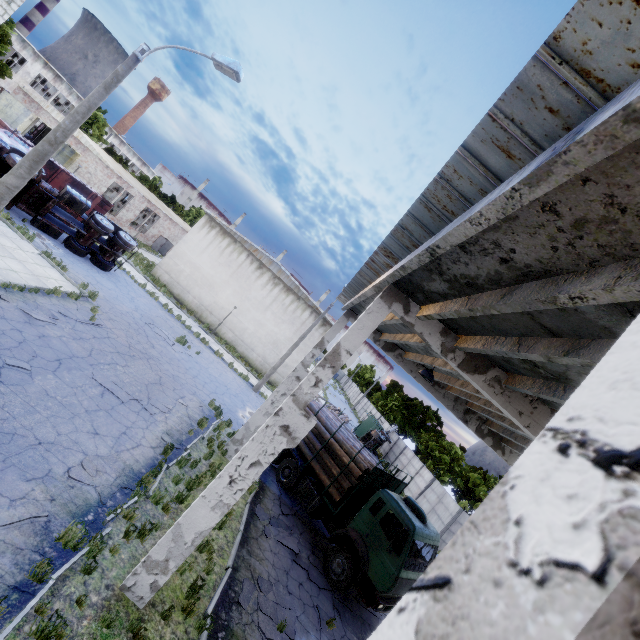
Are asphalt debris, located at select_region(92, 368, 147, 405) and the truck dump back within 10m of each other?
no

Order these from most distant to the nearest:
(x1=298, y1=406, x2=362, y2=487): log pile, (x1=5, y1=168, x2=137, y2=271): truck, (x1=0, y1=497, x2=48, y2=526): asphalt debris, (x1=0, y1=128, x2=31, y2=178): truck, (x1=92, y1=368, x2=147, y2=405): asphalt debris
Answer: (x1=5, y1=168, x2=137, y2=271): truck
(x1=0, y1=128, x2=31, y2=178): truck
(x1=298, y1=406, x2=362, y2=487): log pile
(x1=92, y1=368, x2=147, y2=405): asphalt debris
(x1=0, y1=497, x2=48, y2=526): asphalt debris

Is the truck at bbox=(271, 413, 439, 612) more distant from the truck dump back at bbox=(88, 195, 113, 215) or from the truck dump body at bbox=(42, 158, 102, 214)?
the truck dump back at bbox=(88, 195, 113, 215)

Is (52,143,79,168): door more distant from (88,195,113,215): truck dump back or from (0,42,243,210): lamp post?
(0,42,243,210): lamp post

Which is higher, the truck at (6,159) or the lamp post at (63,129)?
the lamp post at (63,129)

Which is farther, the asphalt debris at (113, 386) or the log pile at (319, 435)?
the log pile at (319, 435)

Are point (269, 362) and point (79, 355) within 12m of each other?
no

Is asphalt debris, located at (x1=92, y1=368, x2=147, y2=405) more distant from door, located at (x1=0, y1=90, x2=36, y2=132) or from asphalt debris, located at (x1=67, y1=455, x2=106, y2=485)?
door, located at (x1=0, y1=90, x2=36, y2=132)
